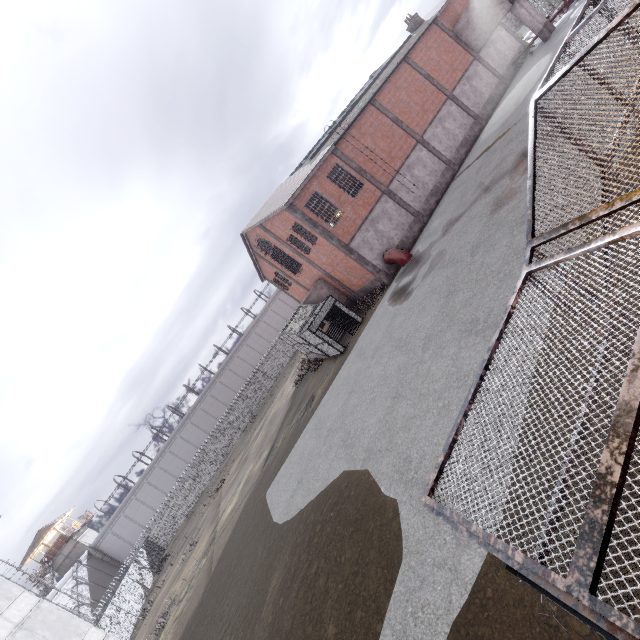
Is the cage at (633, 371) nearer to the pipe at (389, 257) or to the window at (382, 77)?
the window at (382, 77)

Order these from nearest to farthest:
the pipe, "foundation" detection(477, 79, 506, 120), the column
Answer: the pipe < the column < "foundation" detection(477, 79, 506, 120)

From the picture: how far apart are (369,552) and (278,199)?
23.3 meters

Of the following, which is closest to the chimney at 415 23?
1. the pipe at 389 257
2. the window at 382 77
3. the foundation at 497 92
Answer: the window at 382 77

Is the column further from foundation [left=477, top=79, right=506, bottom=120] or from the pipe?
the pipe

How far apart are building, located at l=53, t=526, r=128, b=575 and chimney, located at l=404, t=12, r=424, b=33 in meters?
73.6

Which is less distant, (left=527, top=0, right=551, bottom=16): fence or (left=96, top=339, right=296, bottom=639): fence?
(left=96, top=339, right=296, bottom=639): fence

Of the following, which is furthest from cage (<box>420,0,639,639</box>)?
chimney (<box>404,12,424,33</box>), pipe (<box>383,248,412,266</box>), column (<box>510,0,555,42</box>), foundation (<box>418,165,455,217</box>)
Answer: pipe (<box>383,248,412,266</box>)
